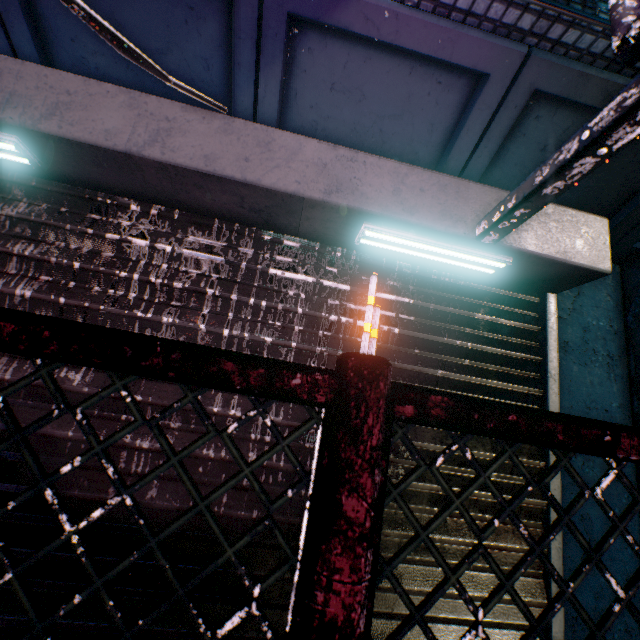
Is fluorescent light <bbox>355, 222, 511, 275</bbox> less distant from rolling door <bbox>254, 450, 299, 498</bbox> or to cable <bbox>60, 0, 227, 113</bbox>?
rolling door <bbox>254, 450, 299, 498</bbox>

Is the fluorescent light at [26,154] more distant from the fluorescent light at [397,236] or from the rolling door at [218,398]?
the fluorescent light at [397,236]

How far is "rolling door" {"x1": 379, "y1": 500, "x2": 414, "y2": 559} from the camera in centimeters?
136cm

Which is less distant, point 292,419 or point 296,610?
point 296,610

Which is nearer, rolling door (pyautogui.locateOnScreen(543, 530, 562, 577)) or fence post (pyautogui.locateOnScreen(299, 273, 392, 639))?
fence post (pyautogui.locateOnScreen(299, 273, 392, 639))

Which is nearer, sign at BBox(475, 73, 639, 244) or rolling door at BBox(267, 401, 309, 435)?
sign at BBox(475, 73, 639, 244)

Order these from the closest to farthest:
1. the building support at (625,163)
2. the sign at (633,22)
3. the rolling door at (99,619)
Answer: the sign at (633,22)
the rolling door at (99,619)
the building support at (625,163)
